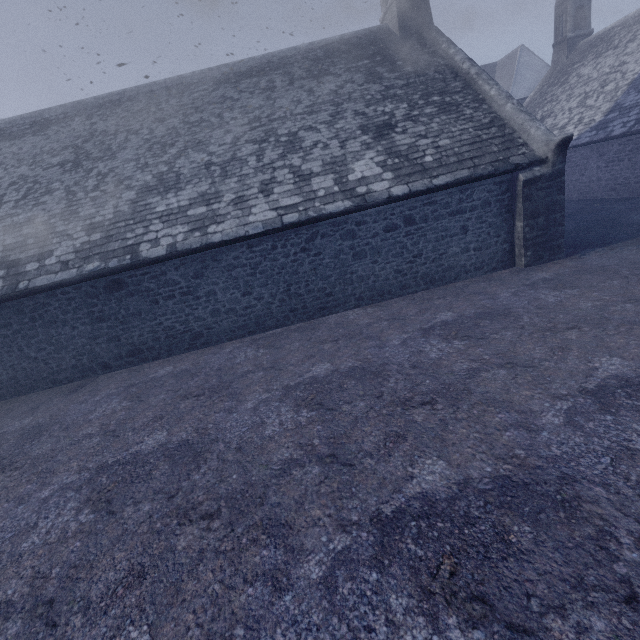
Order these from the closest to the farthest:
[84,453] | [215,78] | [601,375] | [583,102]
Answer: [601,375], [84,453], [215,78], [583,102]
